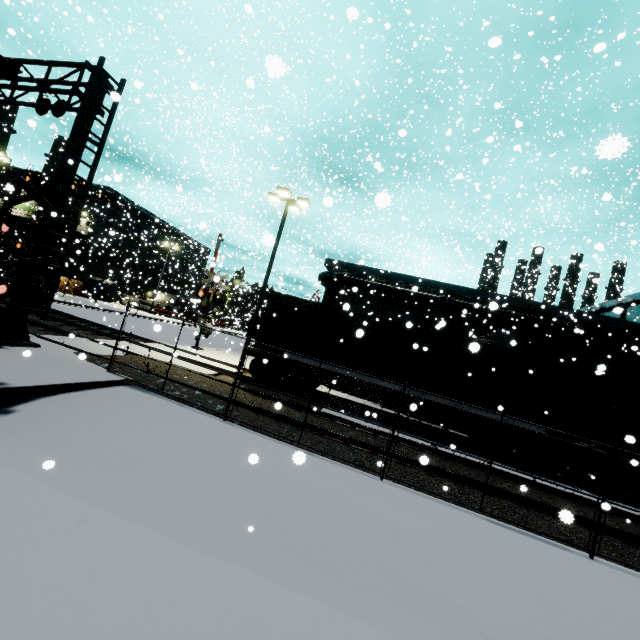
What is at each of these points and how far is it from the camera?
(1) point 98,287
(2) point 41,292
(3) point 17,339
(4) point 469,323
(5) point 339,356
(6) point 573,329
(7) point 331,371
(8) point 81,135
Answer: (1) portable restroom, 43.0m
(2) railroad crossing sign, 6.2m
(3) railroad crossing overhang, 9.5m
(4) building, 28.7m
(5) cargo container, 13.3m
(6) pipe, 25.6m
(7) flatcar, 13.0m
(8) railroad crossing overhang, 9.9m

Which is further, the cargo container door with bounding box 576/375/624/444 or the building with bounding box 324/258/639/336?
the building with bounding box 324/258/639/336

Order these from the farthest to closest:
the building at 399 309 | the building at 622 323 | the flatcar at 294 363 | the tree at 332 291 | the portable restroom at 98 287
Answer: the portable restroom at 98 287 < the tree at 332 291 < the building at 399 309 < the building at 622 323 < the flatcar at 294 363

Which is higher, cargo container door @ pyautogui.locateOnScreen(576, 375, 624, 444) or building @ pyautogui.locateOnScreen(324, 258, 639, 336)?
building @ pyautogui.locateOnScreen(324, 258, 639, 336)

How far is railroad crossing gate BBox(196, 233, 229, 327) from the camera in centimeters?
1994cm

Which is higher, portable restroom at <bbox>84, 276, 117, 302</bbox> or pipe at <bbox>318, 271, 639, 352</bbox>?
pipe at <bbox>318, 271, 639, 352</bbox>

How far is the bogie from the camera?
13.5 meters

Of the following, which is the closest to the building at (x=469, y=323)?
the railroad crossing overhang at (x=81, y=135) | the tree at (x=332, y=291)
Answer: the tree at (x=332, y=291)
